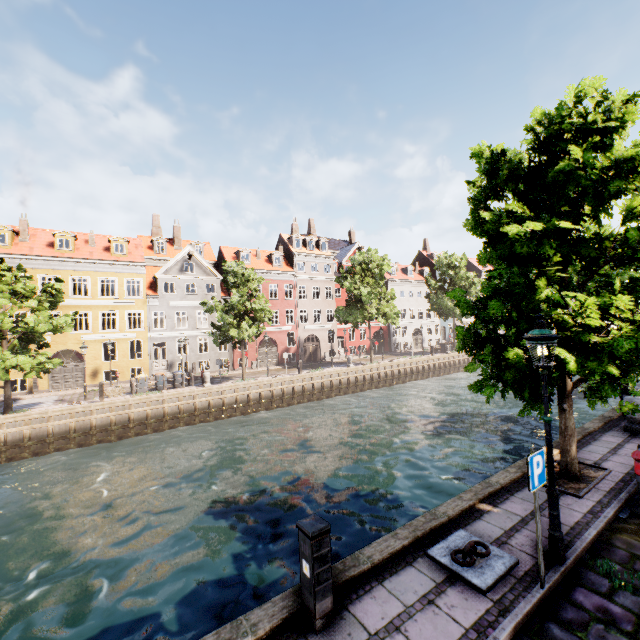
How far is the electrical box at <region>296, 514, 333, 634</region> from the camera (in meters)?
4.04

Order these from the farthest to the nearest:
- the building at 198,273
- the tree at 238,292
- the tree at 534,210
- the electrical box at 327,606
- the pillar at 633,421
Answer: the building at 198,273 < the tree at 238,292 < the pillar at 633,421 < the tree at 534,210 < the electrical box at 327,606

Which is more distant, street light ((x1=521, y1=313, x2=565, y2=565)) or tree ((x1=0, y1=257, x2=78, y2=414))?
tree ((x1=0, y1=257, x2=78, y2=414))

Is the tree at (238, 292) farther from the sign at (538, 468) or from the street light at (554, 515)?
the sign at (538, 468)

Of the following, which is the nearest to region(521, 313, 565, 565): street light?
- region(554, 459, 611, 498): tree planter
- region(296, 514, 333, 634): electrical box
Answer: region(554, 459, 611, 498): tree planter

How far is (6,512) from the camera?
12.0m

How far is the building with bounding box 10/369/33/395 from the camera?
24.78m

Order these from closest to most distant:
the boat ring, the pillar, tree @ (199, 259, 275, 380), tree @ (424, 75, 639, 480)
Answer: the boat ring → tree @ (424, 75, 639, 480) → the pillar → tree @ (199, 259, 275, 380)
